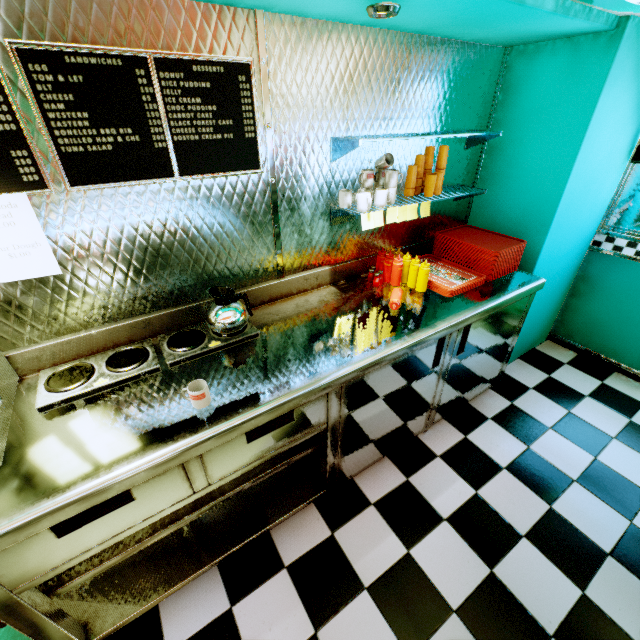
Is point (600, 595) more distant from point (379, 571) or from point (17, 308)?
point (17, 308)

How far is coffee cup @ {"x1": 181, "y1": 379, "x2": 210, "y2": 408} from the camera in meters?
1.4 m

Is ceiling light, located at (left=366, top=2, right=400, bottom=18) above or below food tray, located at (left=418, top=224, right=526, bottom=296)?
above

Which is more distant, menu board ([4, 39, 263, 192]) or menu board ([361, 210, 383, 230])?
menu board ([361, 210, 383, 230])

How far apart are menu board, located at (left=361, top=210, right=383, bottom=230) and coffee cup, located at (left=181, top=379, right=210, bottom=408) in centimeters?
132cm

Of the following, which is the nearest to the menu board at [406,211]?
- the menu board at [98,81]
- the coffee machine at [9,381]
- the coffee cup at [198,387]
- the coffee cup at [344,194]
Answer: the coffee cup at [344,194]

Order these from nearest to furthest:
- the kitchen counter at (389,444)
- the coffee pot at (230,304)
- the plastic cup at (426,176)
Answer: the kitchen counter at (389,444) < the coffee pot at (230,304) < the plastic cup at (426,176)

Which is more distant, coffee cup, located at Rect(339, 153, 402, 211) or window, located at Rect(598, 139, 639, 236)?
window, located at Rect(598, 139, 639, 236)
